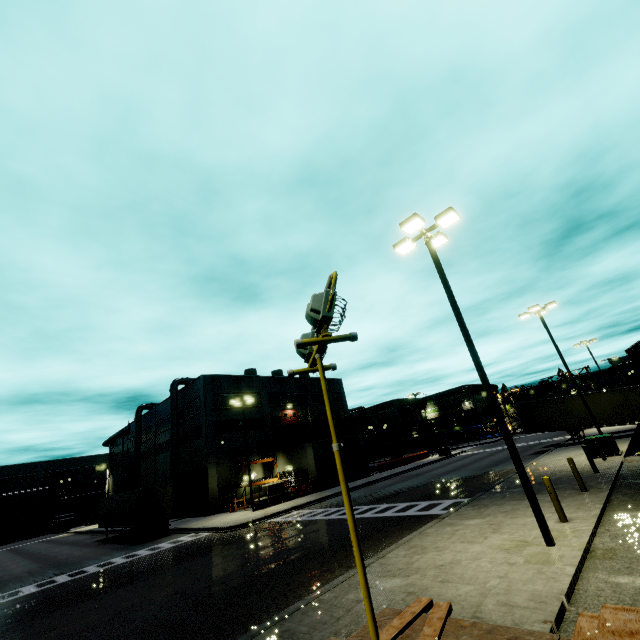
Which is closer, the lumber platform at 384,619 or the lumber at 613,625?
the lumber at 613,625

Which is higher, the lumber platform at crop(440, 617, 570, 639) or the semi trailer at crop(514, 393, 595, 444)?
the semi trailer at crop(514, 393, 595, 444)

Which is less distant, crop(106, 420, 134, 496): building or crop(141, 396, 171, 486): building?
crop(141, 396, 171, 486): building

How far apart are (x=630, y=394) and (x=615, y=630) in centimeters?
3205cm

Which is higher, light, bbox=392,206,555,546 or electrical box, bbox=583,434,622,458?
light, bbox=392,206,555,546

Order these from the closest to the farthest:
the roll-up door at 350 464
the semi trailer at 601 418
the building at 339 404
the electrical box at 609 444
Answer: the electrical box at 609 444 → the semi trailer at 601 418 → the roll-up door at 350 464 → the building at 339 404

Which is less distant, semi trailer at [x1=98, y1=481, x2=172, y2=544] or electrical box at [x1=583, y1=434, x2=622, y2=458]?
electrical box at [x1=583, y1=434, x2=622, y2=458]

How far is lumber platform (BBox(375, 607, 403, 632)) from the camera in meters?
2.8
